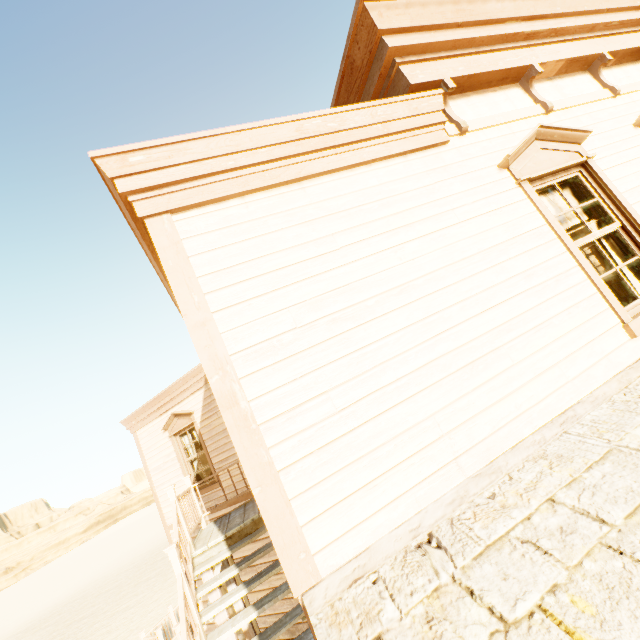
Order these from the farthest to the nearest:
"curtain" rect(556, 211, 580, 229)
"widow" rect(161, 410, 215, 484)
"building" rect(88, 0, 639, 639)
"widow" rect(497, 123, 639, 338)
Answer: "widow" rect(161, 410, 215, 484), "curtain" rect(556, 211, 580, 229), "widow" rect(497, 123, 639, 338), "building" rect(88, 0, 639, 639)

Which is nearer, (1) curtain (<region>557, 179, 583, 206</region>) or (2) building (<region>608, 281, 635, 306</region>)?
(1) curtain (<region>557, 179, 583, 206</region>)

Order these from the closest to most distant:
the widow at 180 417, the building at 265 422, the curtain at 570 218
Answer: the building at 265 422 < the curtain at 570 218 < the widow at 180 417

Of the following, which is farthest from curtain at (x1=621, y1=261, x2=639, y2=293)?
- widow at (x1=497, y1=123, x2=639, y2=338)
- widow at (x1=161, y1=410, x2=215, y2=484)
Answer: widow at (x1=161, y1=410, x2=215, y2=484)

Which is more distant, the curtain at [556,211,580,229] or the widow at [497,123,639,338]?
the curtain at [556,211,580,229]

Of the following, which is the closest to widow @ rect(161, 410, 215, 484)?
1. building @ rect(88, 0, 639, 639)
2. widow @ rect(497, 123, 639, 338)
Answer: building @ rect(88, 0, 639, 639)

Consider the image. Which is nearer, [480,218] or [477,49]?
[480,218]

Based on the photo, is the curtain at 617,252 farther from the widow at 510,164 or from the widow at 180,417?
the widow at 180,417
